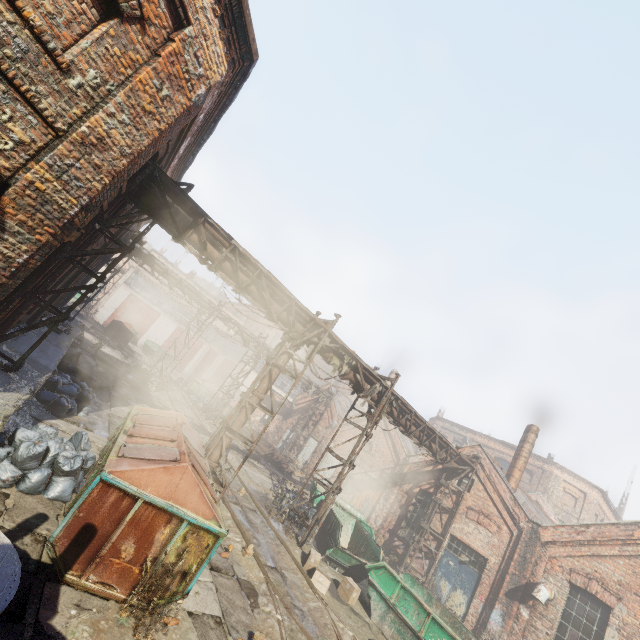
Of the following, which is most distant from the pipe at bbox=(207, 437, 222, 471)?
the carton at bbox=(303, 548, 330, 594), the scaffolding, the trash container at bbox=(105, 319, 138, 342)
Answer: the trash container at bbox=(105, 319, 138, 342)

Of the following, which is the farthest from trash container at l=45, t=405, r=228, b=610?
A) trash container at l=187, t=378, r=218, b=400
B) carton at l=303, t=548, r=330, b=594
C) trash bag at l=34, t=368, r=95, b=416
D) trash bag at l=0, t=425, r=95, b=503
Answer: trash container at l=187, t=378, r=218, b=400

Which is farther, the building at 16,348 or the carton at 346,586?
the carton at 346,586

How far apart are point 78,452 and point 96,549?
2.8m

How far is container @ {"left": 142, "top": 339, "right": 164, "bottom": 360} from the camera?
32.6m

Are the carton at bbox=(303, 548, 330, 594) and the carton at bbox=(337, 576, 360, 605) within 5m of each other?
yes

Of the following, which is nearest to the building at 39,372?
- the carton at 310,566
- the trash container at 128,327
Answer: the carton at 310,566

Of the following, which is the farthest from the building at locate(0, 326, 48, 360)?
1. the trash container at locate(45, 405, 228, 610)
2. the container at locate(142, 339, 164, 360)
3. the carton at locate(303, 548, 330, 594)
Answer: the container at locate(142, 339, 164, 360)
